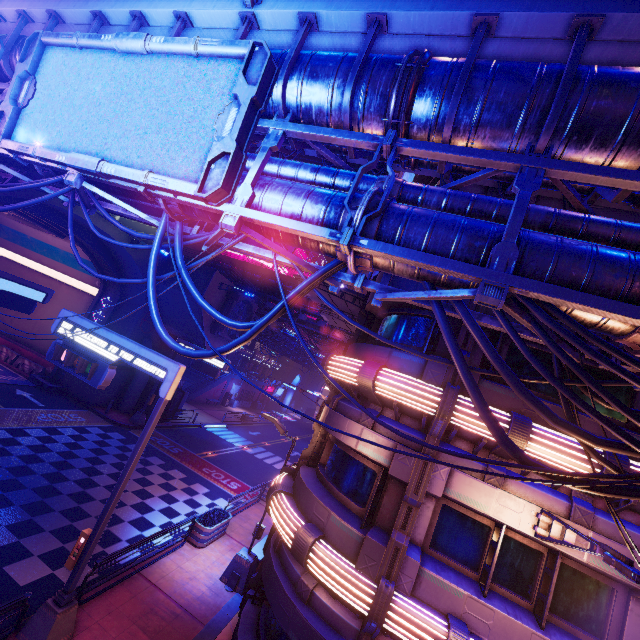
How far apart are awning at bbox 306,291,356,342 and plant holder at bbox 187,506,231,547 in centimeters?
1178cm

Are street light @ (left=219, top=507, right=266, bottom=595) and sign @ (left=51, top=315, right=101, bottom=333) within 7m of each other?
yes

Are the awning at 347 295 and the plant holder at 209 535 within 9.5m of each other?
no

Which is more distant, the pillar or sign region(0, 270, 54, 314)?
the pillar

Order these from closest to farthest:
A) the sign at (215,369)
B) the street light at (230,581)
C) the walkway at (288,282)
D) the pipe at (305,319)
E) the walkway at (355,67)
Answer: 1. the walkway at (355,67)
2. the street light at (230,581)
3. the sign at (215,369)
4. the pipe at (305,319)
5. the walkway at (288,282)

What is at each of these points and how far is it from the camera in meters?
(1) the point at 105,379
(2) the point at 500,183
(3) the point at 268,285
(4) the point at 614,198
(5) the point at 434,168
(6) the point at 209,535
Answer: (1) sign, 9.6 m
(2) walkway, 8.2 m
(3) walkway, 43.3 m
(4) walkway, 5.5 m
(5) walkway, 7.9 m
(6) plant holder, 13.8 m

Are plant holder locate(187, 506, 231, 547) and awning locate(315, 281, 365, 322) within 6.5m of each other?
no

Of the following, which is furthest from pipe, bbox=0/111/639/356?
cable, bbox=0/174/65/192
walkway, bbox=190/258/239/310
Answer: walkway, bbox=190/258/239/310
